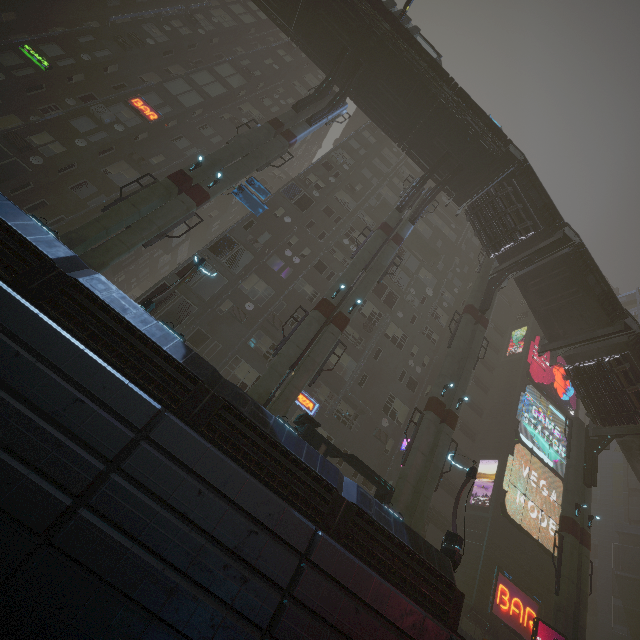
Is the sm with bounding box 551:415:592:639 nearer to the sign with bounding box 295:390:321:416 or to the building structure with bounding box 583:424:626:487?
the building structure with bounding box 583:424:626:487

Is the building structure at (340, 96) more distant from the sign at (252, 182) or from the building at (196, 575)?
the sign at (252, 182)

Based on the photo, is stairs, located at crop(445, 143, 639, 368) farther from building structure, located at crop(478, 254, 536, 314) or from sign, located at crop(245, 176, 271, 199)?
sign, located at crop(245, 176, 271, 199)

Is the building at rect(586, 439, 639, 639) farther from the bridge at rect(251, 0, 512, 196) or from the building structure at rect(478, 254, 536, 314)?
the bridge at rect(251, 0, 512, 196)

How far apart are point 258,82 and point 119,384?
34.44m

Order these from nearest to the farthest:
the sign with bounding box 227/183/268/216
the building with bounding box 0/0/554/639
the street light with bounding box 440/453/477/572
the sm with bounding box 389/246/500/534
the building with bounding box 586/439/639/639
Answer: the building with bounding box 0/0/554/639
the street light with bounding box 440/453/477/572
the sm with bounding box 389/246/500/534
the sign with bounding box 227/183/268/216
the building with bounding box 586/439/639/639

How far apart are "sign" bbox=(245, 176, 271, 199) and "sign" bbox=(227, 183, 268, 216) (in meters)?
0.17

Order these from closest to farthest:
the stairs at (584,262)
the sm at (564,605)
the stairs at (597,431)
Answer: the sm at (564,605), the stairs at (584,262), the stairs at (597,431)
